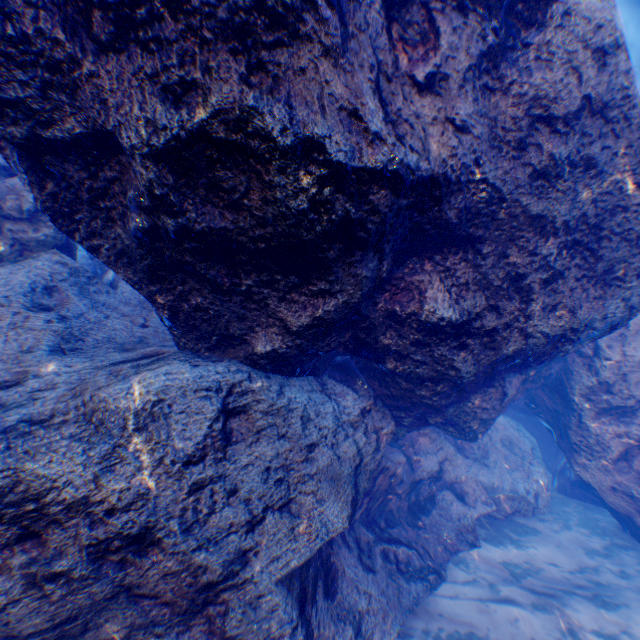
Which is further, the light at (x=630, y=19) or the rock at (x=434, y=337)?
the light at (x=630, y=19)

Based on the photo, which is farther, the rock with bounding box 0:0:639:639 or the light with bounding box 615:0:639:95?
the light with bounding box 615:0:639:95

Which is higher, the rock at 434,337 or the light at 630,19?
the light at 630,19

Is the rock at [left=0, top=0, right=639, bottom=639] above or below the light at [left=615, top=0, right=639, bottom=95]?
below

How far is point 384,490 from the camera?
6.4m
